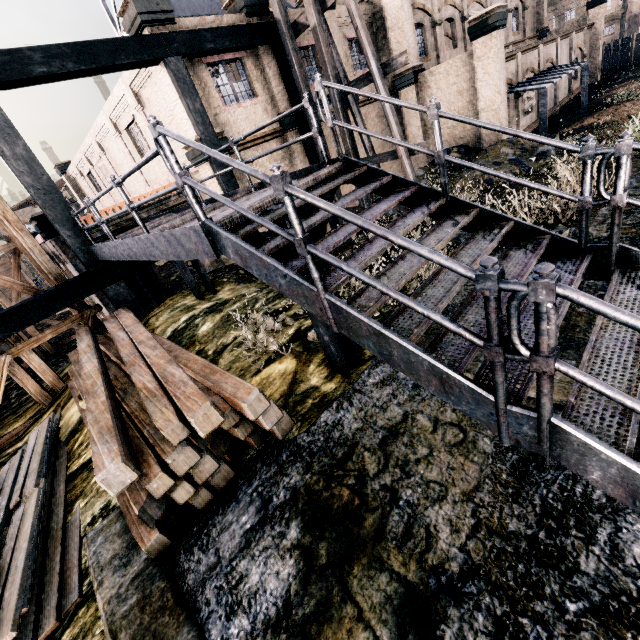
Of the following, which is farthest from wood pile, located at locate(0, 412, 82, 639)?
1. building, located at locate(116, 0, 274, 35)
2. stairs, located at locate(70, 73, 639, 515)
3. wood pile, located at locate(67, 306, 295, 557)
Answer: building, located at locate(116, 0, 274, 35)

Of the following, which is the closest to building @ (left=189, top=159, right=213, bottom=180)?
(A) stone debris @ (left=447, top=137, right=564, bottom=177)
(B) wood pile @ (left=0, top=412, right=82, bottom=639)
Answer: (A) stone debris @ (left=447, top=137, right=564, bottom=177)

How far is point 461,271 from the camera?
2.1m

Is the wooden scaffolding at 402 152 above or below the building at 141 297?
above

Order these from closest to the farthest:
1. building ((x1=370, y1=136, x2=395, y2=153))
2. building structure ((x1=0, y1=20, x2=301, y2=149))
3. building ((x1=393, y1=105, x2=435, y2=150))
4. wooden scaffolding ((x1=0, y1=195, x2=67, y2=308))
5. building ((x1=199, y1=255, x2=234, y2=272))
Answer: building structure ((x1=0, y1=20, x2=301, y2=149))
wooden scaffolding ((x1=0, y1=195, x2=67, y2=308))
building ((x1=199, y1=255, x2=234, y2=272))
building ((x1=393, y1=105, x2=435, y2=150))
building ((x1=370, y1=136, x2=395, y2=153))

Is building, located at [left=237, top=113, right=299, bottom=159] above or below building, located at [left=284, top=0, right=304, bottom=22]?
→ below

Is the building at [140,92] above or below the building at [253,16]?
below

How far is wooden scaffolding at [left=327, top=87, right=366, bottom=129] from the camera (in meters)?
12.98
